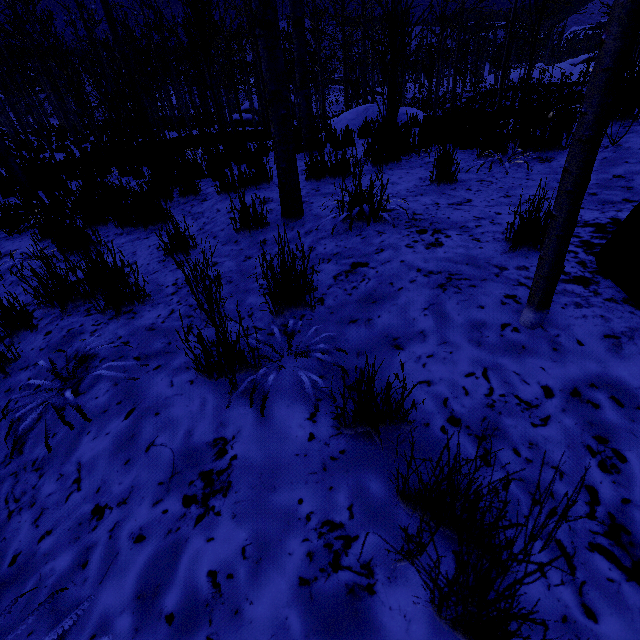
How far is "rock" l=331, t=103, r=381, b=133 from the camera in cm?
1041

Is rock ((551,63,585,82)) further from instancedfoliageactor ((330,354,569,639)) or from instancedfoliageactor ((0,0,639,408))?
instancedfoliageactor ((330,354,569,639))

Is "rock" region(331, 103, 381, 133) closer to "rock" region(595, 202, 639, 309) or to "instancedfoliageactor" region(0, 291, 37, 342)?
"instancedfoliageactor" region(0, 291, 37, 342)

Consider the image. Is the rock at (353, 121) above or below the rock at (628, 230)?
above

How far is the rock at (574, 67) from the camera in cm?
5227

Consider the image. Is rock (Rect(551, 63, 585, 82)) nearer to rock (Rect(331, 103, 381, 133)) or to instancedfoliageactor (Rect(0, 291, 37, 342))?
instancedfoliageactor (Rect(0, 291, 37, 342))

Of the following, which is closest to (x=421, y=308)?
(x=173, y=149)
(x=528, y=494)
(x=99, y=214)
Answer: (x=528, y=494)

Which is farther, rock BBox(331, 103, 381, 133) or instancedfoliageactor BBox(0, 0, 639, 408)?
rock BBox(331, 103, 381, 133)
